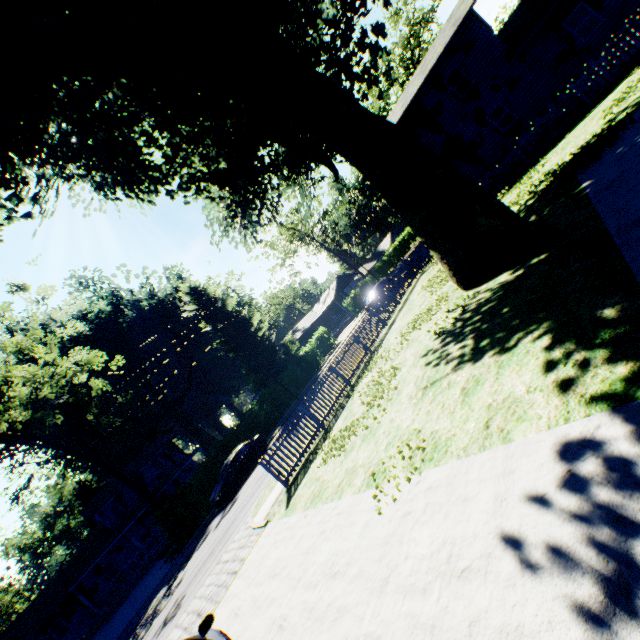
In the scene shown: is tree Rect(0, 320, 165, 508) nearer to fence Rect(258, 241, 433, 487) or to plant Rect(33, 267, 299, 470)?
plant Rect(33, 267, 299, 470)

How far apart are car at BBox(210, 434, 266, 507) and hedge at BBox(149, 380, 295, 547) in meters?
2.7 m

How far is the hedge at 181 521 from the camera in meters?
21.5 m

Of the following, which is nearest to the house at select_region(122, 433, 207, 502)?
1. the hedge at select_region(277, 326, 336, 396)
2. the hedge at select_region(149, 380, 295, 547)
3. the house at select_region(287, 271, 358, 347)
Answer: the hedge at select_region(149, 380, 295, 547)

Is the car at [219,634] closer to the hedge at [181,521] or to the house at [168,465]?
the hedge at [181,521]

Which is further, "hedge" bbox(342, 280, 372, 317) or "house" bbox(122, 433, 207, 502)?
"hedge" bbox(342, 280, 372, 317)

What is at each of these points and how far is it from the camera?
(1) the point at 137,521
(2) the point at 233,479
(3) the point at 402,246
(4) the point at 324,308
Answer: (1) house, 35.8m
(2) car, 19.9m
(3) hedge, 59.6m
(4) house, 54.5m

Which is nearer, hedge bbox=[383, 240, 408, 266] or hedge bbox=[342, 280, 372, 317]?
hedge bbox=[342, 280, 372, 317]
